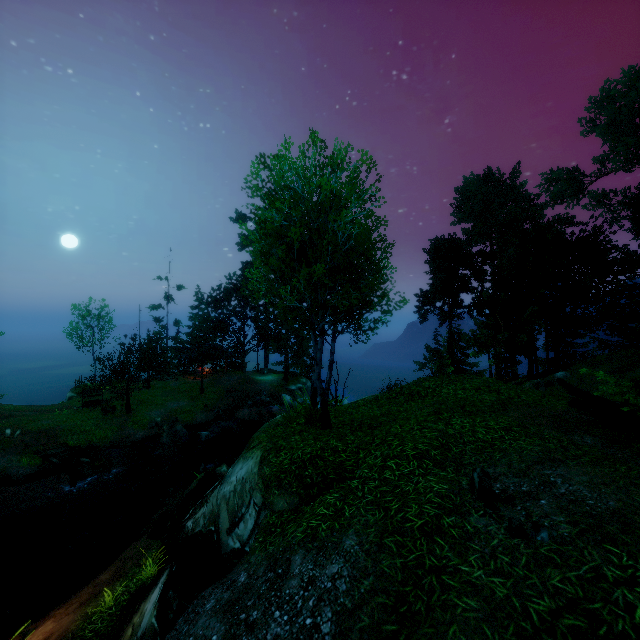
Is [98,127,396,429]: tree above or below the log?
above

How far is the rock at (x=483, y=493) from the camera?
4.91m

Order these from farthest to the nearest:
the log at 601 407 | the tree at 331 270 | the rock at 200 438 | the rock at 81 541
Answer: the rock at 200 438 < the rock at 81 541 < the tree at 331 270 < the log at 601 407

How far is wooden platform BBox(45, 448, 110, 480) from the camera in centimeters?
1864cm

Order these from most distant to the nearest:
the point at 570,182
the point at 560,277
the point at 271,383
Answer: the point at 271,383
the point at 570,182
the point at 560,277

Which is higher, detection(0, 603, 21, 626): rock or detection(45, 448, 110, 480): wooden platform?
detection(45, 448, 110, 480): wooden platform

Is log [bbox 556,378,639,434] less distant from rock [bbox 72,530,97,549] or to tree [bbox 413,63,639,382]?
tree [bbox 413,63,639,382]

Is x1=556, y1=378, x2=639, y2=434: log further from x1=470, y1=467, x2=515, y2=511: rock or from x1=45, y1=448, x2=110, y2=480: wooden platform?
x1=45, y1=448, x2=110, y2=480: wooden platform
